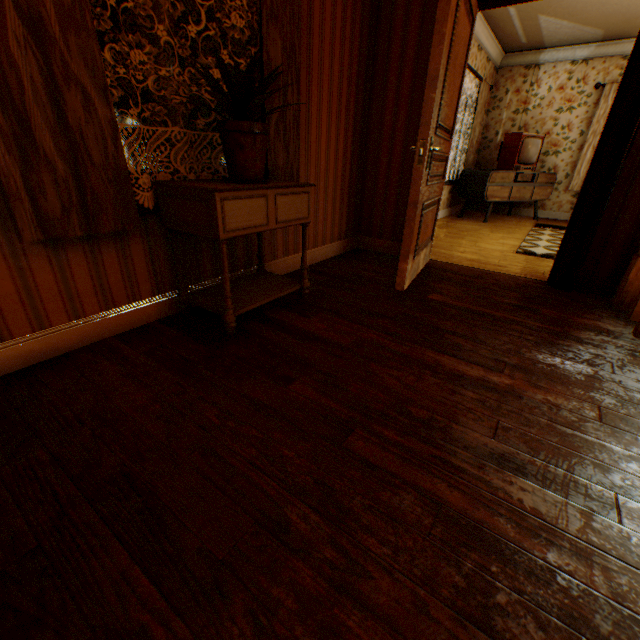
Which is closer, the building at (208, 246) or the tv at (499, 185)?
the building at (208, 246)

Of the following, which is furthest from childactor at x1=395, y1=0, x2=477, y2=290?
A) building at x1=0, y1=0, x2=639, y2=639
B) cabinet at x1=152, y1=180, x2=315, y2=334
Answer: cabinet at x1=152, y1=180, x2=315, y2=334

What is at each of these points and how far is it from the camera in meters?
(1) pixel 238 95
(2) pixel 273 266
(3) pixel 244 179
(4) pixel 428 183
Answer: (1) plant, 1.6 m
(2) building, 3.0 m
(3) flower pot, 1.8 m
(4) childactor, 2.6 m

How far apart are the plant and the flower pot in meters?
0.0

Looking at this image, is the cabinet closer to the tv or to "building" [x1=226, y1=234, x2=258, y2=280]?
"building" [x1=226, y1=234, x2=258, y2=280]

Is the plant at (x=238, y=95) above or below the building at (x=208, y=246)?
above

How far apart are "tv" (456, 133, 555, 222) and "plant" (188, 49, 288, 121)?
5.4m

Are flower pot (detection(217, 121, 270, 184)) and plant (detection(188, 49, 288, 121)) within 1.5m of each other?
yes
